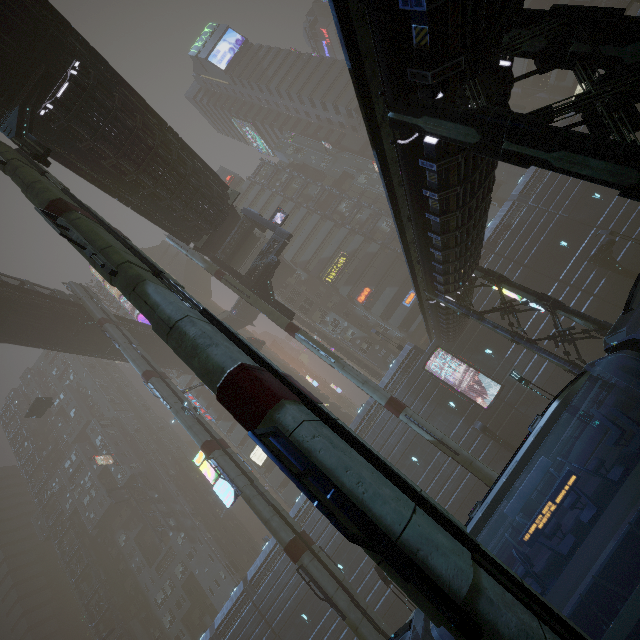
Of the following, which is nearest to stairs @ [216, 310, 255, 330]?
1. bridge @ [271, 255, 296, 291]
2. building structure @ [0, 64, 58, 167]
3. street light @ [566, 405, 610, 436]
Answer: bridge @ [271, 255, 296, 291]

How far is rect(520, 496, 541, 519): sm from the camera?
15.8m

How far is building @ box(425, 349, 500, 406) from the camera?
28.9 meters

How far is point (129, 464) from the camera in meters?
56.9 m

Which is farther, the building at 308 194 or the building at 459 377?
the building at 308 194

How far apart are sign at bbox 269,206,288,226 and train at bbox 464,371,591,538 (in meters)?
24.59

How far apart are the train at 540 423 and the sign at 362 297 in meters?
37.4 m

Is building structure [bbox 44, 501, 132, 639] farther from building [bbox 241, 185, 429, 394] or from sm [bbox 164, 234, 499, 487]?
sm [bbox 164, 234, 499, 487]
